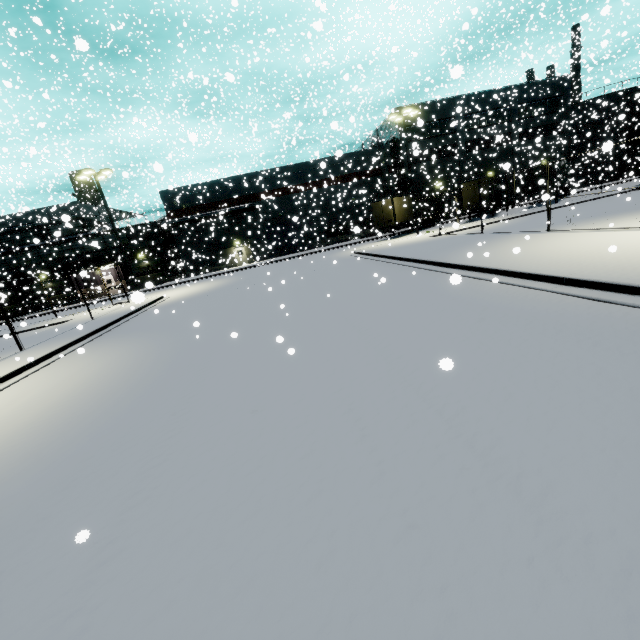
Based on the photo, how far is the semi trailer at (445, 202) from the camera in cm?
3531

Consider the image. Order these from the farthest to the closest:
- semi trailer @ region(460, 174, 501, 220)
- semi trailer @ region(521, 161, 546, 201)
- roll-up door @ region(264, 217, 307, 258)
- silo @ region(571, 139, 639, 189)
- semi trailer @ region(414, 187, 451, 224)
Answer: roll-up door @ region(264, 217, 307, 258), semi trailer @ region(414, 187, 451, 224), silo @ region(571, 139, 639, 189), semi trailer @ region(460, 174, 501, 220), semi trailer @ region(521, 161, 546, 201)

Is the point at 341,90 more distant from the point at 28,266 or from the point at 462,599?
the point at 28,266

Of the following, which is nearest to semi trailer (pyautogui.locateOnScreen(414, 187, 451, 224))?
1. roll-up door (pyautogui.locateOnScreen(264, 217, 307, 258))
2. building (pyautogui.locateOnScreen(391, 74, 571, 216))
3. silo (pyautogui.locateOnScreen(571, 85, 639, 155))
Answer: silo (pyautogui.locateOnScreen(571, 85, 639, 155))

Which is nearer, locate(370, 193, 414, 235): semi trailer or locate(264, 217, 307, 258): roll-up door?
locate(370, 193, 414, 235): semi trailer

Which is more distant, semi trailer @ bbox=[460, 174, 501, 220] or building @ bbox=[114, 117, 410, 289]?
building @ bbox=[114, 117, 410, 289]

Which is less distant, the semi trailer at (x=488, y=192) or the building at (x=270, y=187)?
the semi trailer at (x=488, y=192)
